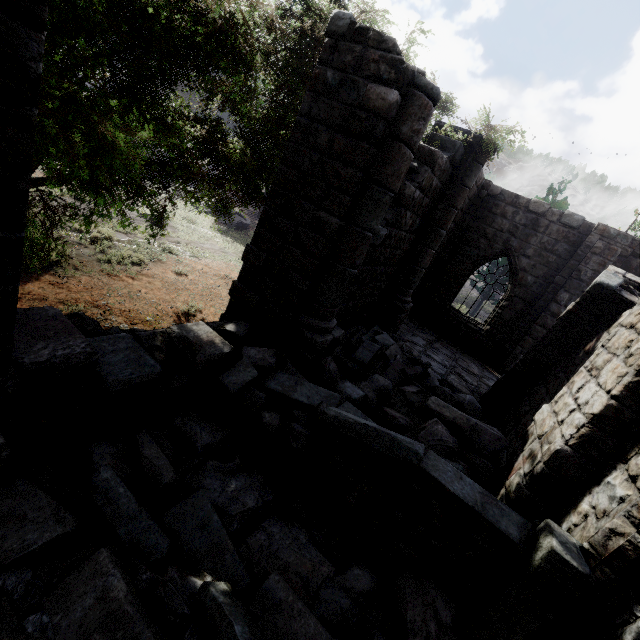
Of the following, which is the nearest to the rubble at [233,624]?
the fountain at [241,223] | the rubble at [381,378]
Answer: the rubble at [381,378]

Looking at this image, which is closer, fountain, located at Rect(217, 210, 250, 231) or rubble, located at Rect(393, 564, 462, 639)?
rubble, located at Rect(393, 564, 462, 639)

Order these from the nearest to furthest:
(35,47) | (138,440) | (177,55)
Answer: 1. (35,47)
2. (138,440)
3. (177,55)

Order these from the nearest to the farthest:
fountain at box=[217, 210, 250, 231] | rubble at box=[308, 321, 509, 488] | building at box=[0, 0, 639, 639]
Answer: building at box=[0, 0, 639, 639] → rubble at box=[308, 321, 509, 488] → fountain at box=[217, 210, 250, 231]

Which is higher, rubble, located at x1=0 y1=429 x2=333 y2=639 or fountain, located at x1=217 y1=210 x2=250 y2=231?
rubble, located at x1=0 y1=429 x2=333 y2=639

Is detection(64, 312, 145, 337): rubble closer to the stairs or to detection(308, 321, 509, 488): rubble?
the stairs

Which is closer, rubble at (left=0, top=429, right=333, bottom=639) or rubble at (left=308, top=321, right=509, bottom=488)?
rubble at (left=0, top=429, right=333, bottom=639)

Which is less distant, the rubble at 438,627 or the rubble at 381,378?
the rubble at 438,627
